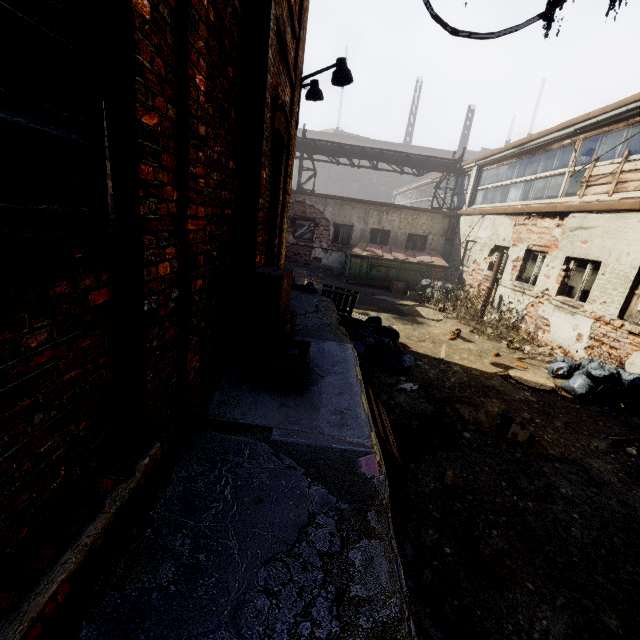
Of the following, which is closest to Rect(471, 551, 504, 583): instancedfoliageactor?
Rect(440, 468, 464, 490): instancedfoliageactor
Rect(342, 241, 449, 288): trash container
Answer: Rect(440, 468, 464, 490): instancedfoliageactor

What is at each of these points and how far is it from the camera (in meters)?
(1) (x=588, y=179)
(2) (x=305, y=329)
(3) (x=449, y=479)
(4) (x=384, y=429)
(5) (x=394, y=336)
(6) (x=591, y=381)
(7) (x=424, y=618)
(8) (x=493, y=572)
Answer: (1) pallet, 8.60
(2) building, 5.10
(3) instancedfoliageactor, 3.75
(4) pallet, 4.31
(5) trash bag, 7.37
(6) trash bag, 6.44
(7) pallet, 2.21
(8) instancedfoliageactor, 2.74

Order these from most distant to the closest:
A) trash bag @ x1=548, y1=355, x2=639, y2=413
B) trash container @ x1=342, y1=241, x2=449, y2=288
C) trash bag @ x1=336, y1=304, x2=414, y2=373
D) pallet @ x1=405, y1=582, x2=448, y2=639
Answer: trash container @ x1=342, y1=241, x2=449, y2=288
trash bag @ x1=336, y1=304, x2=414, y2=373
trash bag @ x1=548, y1=355, x2=639, y2=413
pallet @ x1=405, y1=582, x2=448, y2=639

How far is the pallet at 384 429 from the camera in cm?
390

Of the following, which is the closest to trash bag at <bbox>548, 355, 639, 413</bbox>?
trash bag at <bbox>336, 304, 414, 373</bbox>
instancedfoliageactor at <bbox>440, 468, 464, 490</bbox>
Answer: trash bag at <bbox>336, 304, 414, 373</bbox>

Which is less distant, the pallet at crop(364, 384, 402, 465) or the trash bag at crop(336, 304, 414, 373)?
the pallet at crop(364, 384, 402, 465)

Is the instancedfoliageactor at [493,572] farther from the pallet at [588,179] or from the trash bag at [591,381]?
the pallet at [588,179]

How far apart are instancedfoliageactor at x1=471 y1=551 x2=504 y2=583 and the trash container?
12.1m
